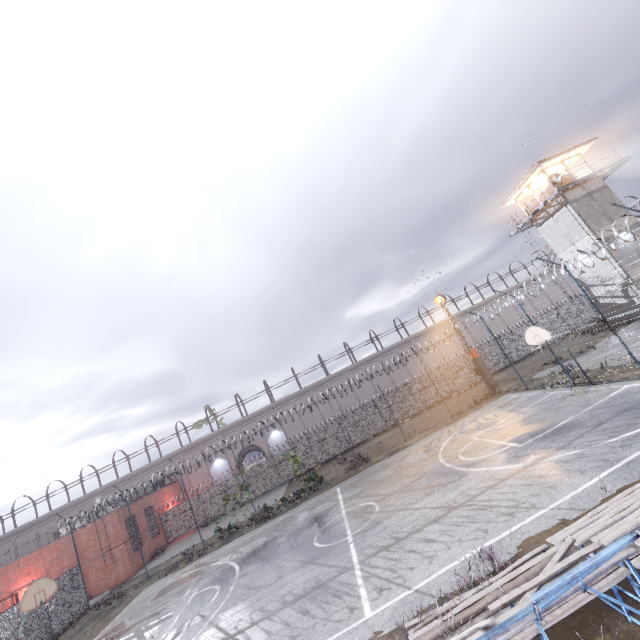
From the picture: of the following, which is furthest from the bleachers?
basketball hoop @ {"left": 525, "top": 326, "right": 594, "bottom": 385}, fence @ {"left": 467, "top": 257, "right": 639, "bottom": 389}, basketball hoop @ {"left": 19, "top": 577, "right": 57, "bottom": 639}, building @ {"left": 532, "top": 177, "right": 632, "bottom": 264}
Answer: building @ {"left": 532, "top": 177, "right": 632, "bottom": 264}

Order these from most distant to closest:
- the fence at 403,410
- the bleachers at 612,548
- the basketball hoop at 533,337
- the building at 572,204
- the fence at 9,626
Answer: the fence at 403,410, the building at 572,204, the fence at 9,626, the basketball hoop at 533,337, the bleachers at 612,548

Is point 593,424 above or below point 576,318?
below

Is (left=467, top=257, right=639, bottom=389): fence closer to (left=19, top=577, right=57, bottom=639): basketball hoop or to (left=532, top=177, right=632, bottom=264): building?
(left=19, top=577, right=57, bottom=639): basketball hoop

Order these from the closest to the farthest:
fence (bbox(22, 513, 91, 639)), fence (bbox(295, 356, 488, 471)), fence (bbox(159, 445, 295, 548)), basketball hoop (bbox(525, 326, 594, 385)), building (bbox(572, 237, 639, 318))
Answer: basketball hoop (bbox(525, 326, 594, 385)) → fence (bbox(22, 513, 91, 639)) → building (bbox(572, 237, 639, 318)) → fence (bbox(159, 445, 295, 548)) → fence (bbox(295, 356, 488, 471))

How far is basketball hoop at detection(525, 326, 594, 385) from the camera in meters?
15.7 m

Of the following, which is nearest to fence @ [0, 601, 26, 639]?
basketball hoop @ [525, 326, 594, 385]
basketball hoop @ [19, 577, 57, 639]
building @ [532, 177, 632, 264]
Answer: basketball hoop @ [525, 326, 594, 385]

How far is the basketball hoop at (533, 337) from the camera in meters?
15.7 m
